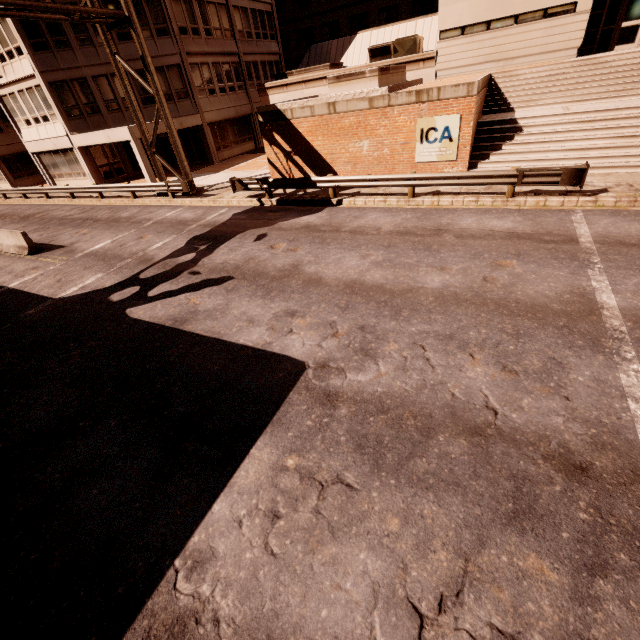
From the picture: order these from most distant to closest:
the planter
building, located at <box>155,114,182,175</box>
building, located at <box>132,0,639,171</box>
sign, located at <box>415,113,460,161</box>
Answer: building, located at <box>155,114,182,175</box> → building, located at <box>132,0,639,171</box> → the planter → sign, located at <box>415,113,460,161</box>

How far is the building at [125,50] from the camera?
22.2 meters

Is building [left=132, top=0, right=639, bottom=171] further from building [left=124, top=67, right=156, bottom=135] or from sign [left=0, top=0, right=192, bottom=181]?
sign [left=0, top=0, right=192, bottom=181]

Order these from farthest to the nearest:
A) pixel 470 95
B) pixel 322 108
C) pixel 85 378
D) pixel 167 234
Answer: pixel 322 108, pixel 167 234, pixel 470 95, pixel 85 378

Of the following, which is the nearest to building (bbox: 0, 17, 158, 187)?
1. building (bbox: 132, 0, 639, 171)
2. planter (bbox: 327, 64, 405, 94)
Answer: building (bbox: 132, 0, 639, 171)

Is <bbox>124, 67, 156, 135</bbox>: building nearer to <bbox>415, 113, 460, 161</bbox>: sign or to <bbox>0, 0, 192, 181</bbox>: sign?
<bbox>0, 0, 192, 181</bbox>: sign

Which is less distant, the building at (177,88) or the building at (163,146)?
the building at (177,88)

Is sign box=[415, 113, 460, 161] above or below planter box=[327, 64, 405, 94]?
below
